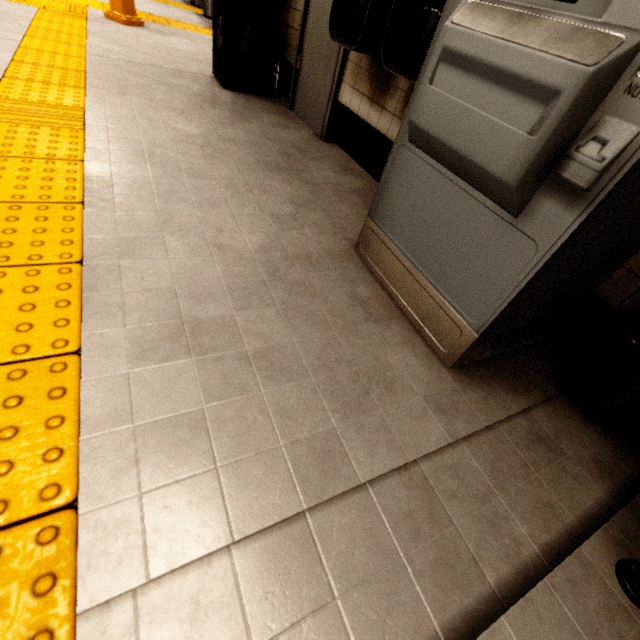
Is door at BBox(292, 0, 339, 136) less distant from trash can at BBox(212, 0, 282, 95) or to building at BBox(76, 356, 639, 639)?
trash can at BBox(212, 0, 282, 95)

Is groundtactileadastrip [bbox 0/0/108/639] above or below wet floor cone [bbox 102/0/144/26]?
below

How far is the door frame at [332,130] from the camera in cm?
261

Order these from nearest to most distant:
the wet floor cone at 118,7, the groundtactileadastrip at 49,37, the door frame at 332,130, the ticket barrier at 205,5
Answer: the groundtactileadastrip at 49,37 → the door frame at 332,130 → the wet floor cone at 118,7 → the ticket barrier at 205,5

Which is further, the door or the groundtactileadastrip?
the door

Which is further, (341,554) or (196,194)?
(196,194)

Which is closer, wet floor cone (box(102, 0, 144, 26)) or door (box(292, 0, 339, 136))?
door (box(292, 0, 339, 136))

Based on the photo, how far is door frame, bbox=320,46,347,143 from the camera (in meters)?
2.61
